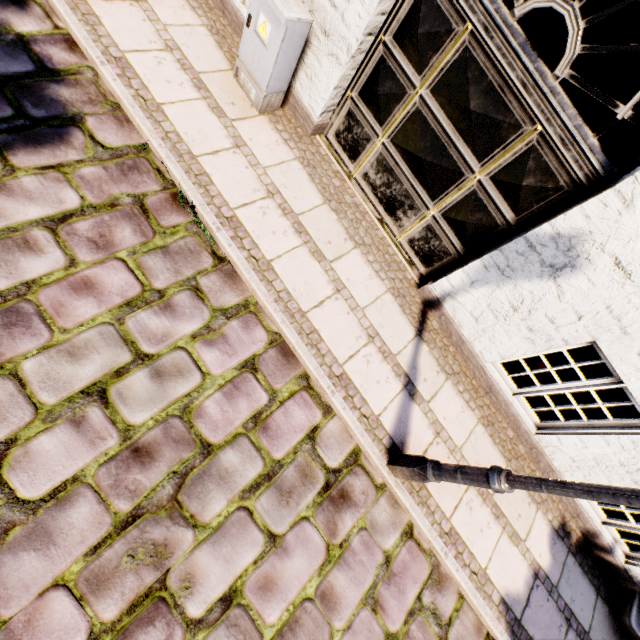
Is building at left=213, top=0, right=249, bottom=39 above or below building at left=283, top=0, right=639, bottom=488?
below

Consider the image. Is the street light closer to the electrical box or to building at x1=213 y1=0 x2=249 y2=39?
building at x1=213 y1=0 x2=249 y2=39

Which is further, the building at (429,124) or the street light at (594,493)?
the building at (429,124)

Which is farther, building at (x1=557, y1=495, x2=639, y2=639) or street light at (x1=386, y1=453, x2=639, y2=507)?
building at (x1=557, y1=495, x2=639, y2=639)

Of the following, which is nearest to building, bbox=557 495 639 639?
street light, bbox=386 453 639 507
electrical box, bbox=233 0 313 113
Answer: electrical box, bbox=233 0 313 113

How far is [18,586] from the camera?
1.99m

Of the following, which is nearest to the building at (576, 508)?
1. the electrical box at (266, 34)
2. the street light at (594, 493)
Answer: the electrical box at (266, 34)
